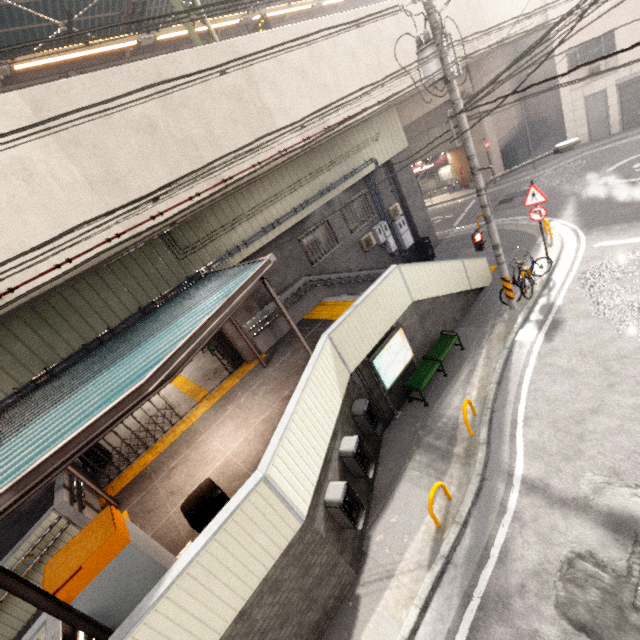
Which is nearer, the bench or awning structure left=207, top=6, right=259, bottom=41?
the bench

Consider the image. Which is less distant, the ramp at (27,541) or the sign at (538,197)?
the ramp at (27,541)

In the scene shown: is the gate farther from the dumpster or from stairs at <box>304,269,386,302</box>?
the dumpster

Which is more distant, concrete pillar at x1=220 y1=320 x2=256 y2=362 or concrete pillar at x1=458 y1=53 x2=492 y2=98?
concrete pillar at x1=458 y1=53 x2=492 y2=98

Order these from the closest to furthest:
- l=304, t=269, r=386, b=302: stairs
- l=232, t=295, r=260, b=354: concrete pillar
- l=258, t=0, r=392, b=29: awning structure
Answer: l=232, t=295, r=260, b=354: concrete pillar → l=304, t=269, r=386, b=302: stairs → l=258, t=0, r=392, b=29: awning structure

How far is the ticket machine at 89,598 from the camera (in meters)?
3.75

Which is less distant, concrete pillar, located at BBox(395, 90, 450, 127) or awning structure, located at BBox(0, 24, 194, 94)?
awning structure, located at BBox(0, 24, 194, 94)

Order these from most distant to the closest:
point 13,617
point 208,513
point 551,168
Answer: point 551,168 → point 13,617 → point 208,513
